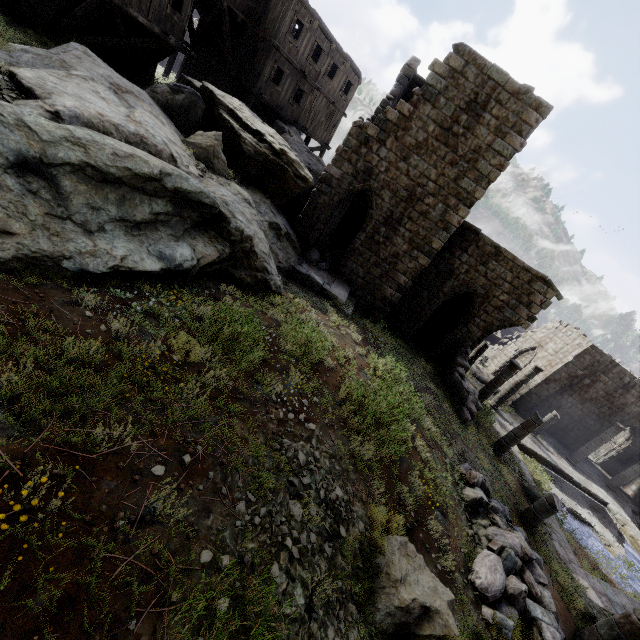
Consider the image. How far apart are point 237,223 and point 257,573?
8.2 meters

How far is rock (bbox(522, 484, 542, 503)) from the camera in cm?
1338

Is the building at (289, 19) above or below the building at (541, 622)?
above

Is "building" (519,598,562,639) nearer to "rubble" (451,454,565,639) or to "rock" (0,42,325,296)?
"rock" (0,42,325,296)

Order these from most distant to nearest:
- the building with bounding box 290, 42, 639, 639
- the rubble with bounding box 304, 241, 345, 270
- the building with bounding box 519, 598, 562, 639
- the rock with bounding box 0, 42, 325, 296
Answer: the rubble with bounding box 304, 241, 345, 270, the building with bounding box 290, 42, 639, 639, the building with bounding box 519, 598, 562, 639, the rock with bounding box 0, 42, 325, 296

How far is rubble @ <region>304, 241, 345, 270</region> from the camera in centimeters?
1495cm

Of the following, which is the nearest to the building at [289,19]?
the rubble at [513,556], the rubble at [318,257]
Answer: the rubble at [318,257]

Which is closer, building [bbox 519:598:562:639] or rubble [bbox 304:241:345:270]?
building [bbox 519:598:562:639]
